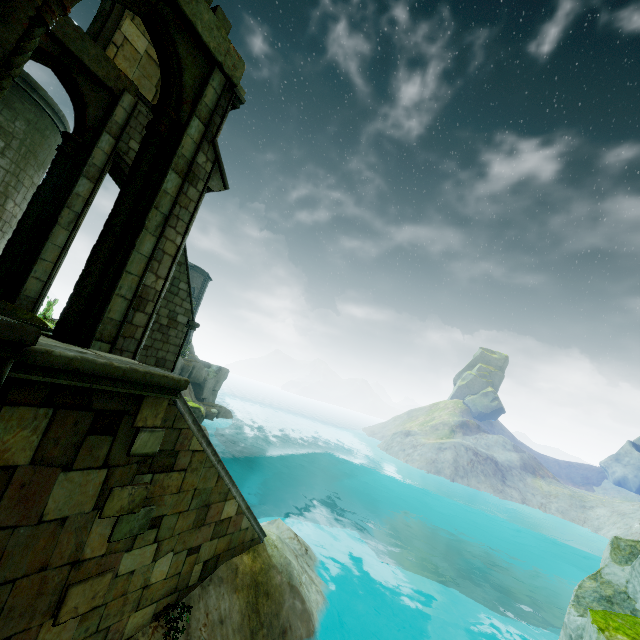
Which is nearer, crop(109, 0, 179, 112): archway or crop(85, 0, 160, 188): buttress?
crop(109, 0, 179, 112): archway

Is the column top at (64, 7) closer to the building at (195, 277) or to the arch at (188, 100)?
the arch at (188, 100)

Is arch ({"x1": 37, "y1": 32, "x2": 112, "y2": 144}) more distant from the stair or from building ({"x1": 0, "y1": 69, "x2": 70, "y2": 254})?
the stair

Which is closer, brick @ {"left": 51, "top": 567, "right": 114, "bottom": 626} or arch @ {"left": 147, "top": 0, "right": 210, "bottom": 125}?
brick @ {"left": 51, "top": 567, "right": 114, "bottom": 626}

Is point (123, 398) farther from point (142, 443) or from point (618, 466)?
point (618, 466)

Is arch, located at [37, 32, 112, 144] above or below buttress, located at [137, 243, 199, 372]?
above

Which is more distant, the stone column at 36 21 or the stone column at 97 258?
the stone column at 97 258

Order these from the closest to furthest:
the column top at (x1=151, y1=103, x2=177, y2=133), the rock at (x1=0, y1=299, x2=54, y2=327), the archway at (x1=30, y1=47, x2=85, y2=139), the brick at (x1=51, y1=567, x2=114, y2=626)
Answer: the brick at (x1=51, y1=567, x2=114, y2=626), the column top at (x1=151, y1=103, x2=177, y2=133), the rock at (x1=0, y1=299, x2=54, y2=327), the archway at (x1=30, y1=47, x2=85, y2=139)
